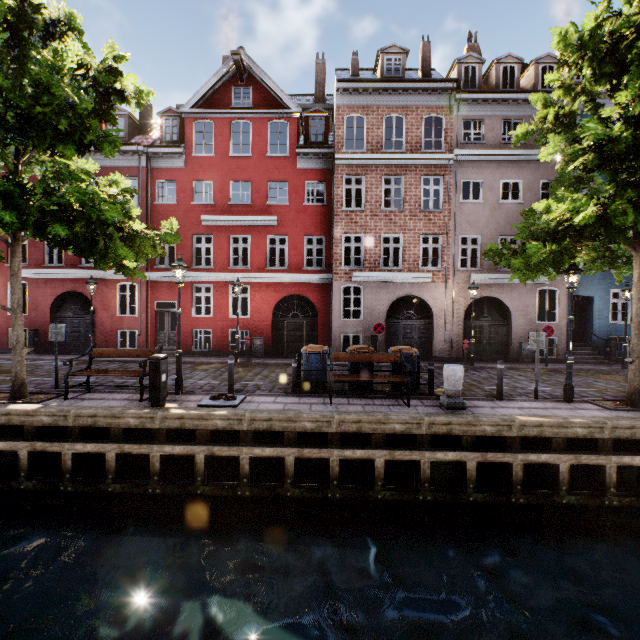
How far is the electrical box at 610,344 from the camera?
16.03m

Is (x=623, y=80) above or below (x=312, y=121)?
below

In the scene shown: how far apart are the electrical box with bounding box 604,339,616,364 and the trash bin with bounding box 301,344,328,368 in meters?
15.4 m

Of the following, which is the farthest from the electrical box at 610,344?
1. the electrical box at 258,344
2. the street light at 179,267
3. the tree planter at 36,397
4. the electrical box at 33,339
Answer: the electrical box at 33,339

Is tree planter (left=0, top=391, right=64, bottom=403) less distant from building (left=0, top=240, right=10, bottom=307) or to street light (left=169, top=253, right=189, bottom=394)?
street light (left=169, top=253, right=189, bottom=394)

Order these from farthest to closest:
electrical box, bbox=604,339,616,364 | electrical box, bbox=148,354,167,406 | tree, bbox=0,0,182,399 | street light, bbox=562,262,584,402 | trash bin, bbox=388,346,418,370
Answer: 1. electrical box, bbox=604,339,616,364
2. trash bin, bbox=388,346,418,370
3. street light, bbox=562,262,584,402
4. electrical box, bbox=148,354,167,406
5. tree, bbox=0,0,182,399

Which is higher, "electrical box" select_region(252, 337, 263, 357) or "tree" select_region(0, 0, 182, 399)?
"tree" select_region(0, 0, 182, 399)

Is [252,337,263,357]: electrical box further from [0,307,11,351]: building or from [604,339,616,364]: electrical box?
[604,339,616,364]: electrical box
